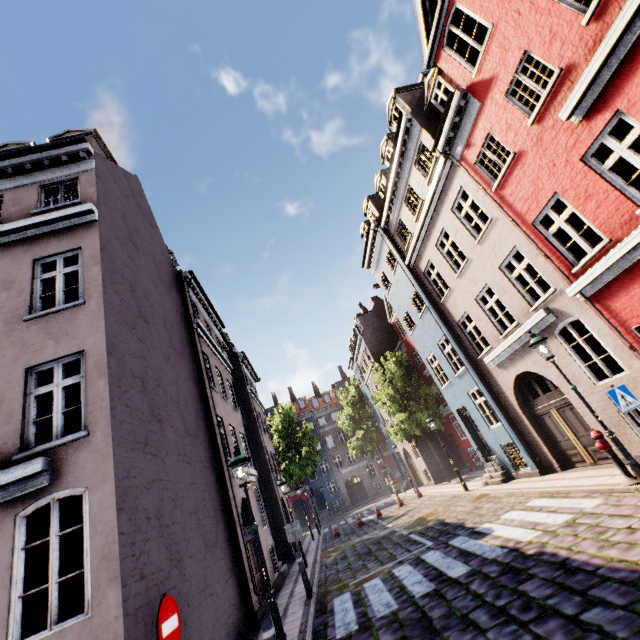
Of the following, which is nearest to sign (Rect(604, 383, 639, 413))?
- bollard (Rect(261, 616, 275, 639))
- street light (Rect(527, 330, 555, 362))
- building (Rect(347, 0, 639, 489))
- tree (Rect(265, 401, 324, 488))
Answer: street light (Rect(527, 330, 555, 362))

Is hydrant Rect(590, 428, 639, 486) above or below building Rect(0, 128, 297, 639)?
below

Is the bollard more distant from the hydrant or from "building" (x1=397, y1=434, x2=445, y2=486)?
the hydrant

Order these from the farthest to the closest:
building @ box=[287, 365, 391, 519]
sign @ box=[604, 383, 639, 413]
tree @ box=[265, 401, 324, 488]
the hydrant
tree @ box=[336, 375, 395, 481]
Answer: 1. building @ box=[287, 365, 391, 519]
2. tree @ box=[336, 375, 395, 481]
3. tree @ box=[265, 401, 324, 488]
4. the hydrant
5. sign @ box=[604, 383, 639, 413]

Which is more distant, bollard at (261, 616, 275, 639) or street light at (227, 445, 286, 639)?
street light at (227, 445, 286, 639)

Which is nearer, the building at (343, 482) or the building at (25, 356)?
the building at (25, 356)

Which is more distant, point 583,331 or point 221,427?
point 583,331

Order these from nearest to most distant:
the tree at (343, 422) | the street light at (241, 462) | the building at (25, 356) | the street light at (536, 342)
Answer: the building at (25, 356)
the street light at (241, 462)
the street light at (536, 342)
the tree at (343, 422)
